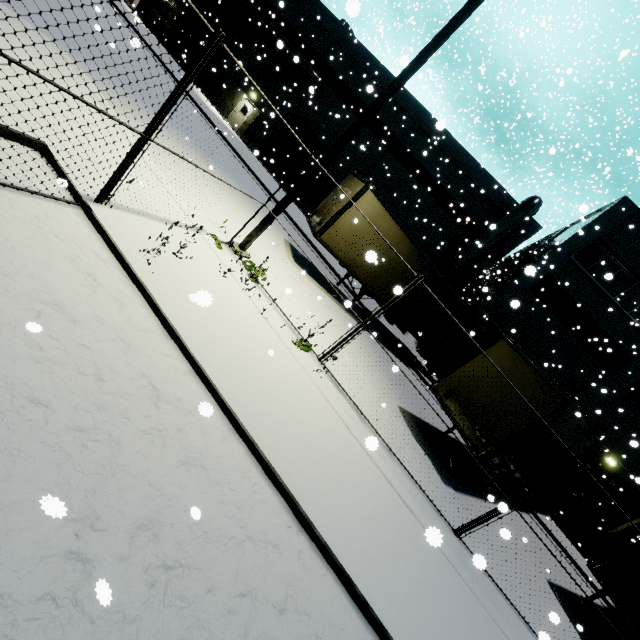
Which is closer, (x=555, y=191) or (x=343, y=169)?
(x=343, y=169)

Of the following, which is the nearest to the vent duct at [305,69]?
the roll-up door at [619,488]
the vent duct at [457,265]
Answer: the vent duct at [457,265]

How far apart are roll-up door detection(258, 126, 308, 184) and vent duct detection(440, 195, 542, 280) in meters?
11.4 m

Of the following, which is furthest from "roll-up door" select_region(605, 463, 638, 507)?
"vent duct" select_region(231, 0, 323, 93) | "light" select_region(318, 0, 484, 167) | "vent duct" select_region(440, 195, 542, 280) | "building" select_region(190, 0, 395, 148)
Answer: "vent duct" select_region(231, 0, 323, 93)

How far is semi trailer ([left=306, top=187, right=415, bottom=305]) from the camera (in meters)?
12.02

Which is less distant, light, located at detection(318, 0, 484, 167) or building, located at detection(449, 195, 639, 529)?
light, located at detection(318, 0, 484, 167)

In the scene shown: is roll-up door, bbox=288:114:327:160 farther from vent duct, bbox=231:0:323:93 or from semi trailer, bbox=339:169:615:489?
semi trailer, bbox=339:169:615:489

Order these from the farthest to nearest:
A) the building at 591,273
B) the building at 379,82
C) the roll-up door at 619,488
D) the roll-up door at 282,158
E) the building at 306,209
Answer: the roll-up door at 282,158
the building at 306,209
the building at 379,82
the roll-up door at 619,488
the building at 591,273
